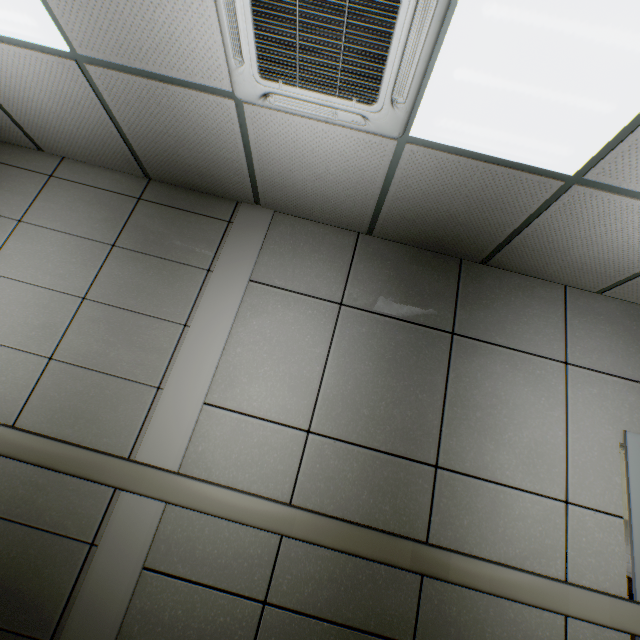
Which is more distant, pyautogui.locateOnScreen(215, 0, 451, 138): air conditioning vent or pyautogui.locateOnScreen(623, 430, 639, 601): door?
pyautogui.locateOnScreen(623, 430, 639, 601): door

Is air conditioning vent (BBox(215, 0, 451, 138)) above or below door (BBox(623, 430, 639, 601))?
above

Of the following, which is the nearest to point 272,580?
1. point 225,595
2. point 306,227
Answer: point 225,595

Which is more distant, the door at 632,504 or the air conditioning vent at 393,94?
the door at 632,504

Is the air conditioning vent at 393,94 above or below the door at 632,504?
above
